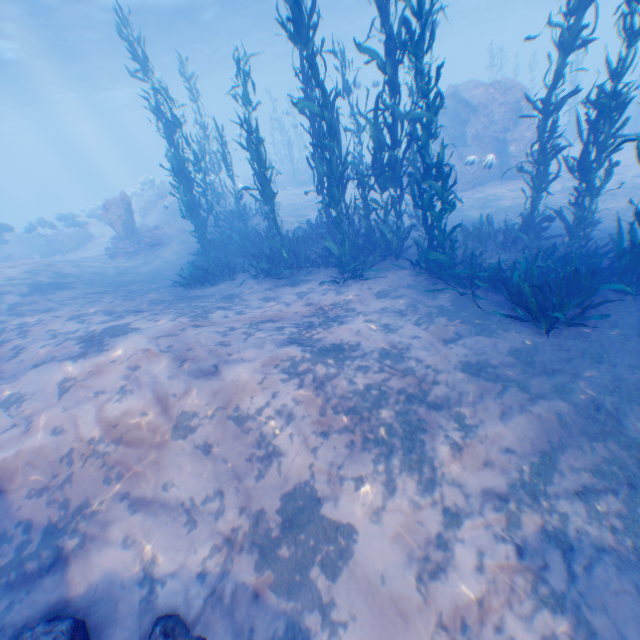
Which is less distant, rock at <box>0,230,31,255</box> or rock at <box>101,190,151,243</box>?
rock at <box>101,190,151,243</box>

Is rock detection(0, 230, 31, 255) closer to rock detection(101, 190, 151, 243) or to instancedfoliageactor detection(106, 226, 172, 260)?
instancedfoliageactor detection(106, 226, 172, 260)

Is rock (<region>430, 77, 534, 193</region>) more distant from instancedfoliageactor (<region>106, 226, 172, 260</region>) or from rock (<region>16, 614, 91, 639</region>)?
instancedfoliageactor (<region>106, 226, 172, 260</region>)

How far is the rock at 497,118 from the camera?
15.1 meters

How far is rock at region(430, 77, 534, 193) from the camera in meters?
15.1 m

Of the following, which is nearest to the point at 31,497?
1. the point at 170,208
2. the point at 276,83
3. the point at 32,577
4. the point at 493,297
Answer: the point at 32,577

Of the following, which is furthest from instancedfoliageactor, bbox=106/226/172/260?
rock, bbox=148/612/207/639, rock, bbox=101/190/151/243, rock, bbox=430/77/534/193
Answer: rock, bbox=148/612/207/639

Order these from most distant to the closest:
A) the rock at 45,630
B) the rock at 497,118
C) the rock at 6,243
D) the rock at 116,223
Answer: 1. the rock at 6,243
2. the rock at 116,223
3. the rock at 497,118
4. the rock at 45,630
